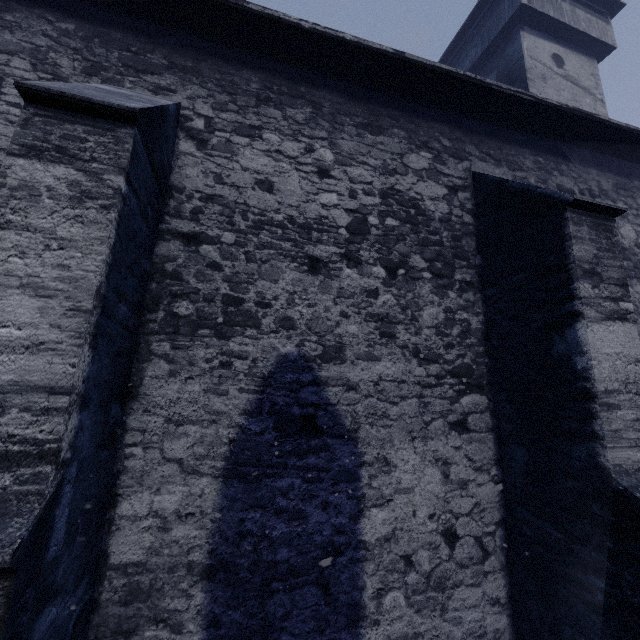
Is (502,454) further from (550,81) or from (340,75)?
(550,81)
